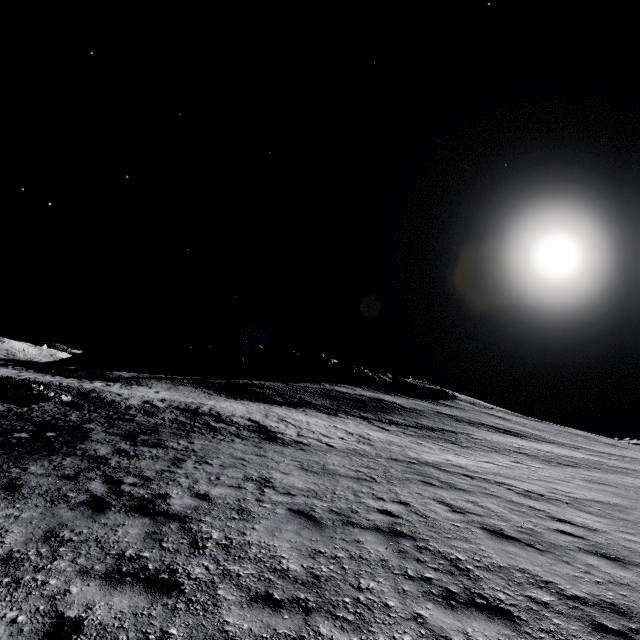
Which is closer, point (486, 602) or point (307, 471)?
point (486, 602)
